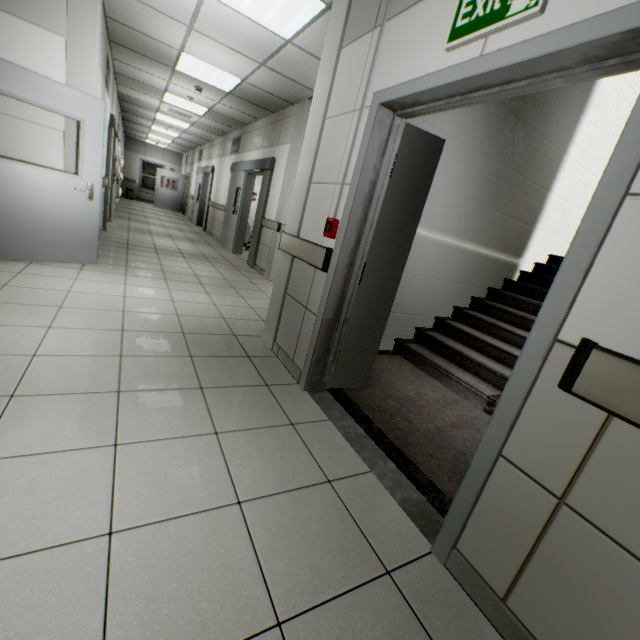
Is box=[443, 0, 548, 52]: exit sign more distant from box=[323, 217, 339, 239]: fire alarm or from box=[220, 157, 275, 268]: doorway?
box=[220, 157, 275, 268]: doorway

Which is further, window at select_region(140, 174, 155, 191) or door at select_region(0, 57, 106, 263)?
window at select_region(140, 174, 155, 191)

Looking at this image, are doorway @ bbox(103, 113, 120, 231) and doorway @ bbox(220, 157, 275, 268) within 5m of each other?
yes

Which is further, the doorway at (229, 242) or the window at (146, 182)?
the window at (146, 182)

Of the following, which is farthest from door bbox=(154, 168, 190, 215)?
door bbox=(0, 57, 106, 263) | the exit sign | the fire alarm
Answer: the exit sign

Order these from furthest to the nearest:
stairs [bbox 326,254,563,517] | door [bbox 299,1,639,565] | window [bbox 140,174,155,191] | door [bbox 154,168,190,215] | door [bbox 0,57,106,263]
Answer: window [bbox 140,174,155,191] < door [bbox 154,168,190,215] < door [bbox 0,57,106,263] < stairs [bbox 326,254,563,517] < door [bbox 299,1,639,565]

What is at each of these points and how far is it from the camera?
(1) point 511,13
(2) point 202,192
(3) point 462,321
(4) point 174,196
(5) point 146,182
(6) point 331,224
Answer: (1) exit sign, 1.3 meters
(2) doorway, 13.2 meters
(3) stairs, 4.3 meters
(4) door, 17.8 meters
(5) window, 19.5 meters
(6) fire alarm, 2.4 meters

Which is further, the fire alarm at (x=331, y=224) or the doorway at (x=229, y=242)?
the doorway at (x=229, y=242)
